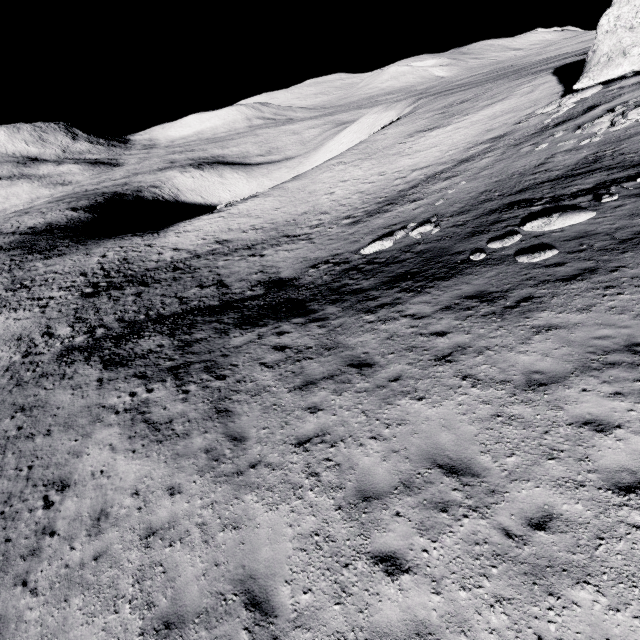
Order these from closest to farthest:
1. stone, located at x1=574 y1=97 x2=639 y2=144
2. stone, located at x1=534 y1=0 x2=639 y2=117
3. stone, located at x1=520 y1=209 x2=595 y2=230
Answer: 1. stone, located at x1=520 y1=209 x2=595 y2=230
2. stone, located at x1=574 y1=97 x2=639 y2=144
3. stone, located at x1=534 y1=0 x2=639 y2=117

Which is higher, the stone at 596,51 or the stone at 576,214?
the stone at 596,51

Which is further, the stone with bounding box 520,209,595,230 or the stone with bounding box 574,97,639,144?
the stone with bounding box 574,97,639,144

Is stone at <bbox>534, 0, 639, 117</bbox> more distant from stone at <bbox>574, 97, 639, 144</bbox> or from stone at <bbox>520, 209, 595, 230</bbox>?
stone at <bbox>520, 209, 595, 230</bbox>

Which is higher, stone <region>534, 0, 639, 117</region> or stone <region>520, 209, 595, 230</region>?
stone <region>534, 0, 639, 117</region>

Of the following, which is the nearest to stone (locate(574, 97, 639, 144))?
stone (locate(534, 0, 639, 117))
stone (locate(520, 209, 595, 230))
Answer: stone (locate(534, 0, 639, 117))

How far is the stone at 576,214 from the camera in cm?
1104

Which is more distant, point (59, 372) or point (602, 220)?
point (59, 372)
